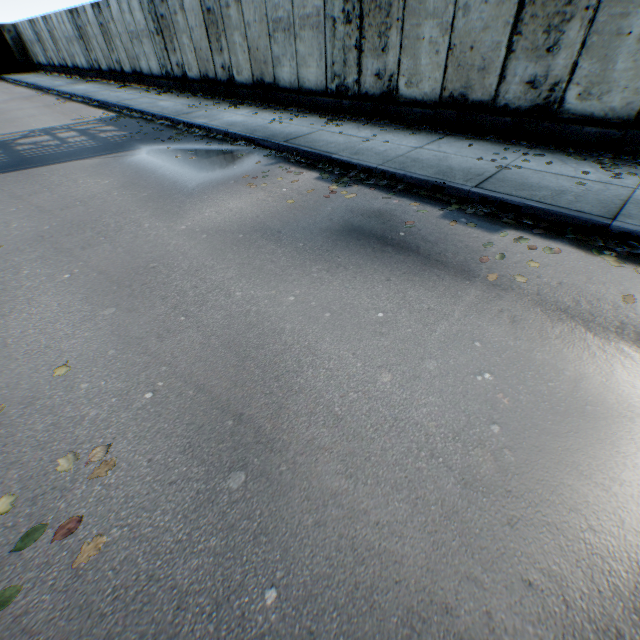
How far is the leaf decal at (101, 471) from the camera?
2.3 meters

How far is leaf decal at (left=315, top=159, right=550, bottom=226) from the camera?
4.73m

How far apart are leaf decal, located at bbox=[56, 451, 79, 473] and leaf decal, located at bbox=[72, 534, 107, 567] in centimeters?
39cm

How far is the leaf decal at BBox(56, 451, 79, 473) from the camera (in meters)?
2.32

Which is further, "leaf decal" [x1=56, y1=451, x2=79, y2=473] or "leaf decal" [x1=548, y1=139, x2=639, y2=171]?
"leaf decal" [x1=548, y1=139, x2=639, y2=171]

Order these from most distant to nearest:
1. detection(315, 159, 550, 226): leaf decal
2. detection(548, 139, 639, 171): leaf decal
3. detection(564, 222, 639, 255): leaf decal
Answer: detection(548, 139, 639, 171): leaf decal
detection(315, 159, 550, 226): leaf decal
detection(564, 222, 639, 255): leaf decal

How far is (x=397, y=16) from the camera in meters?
7.2

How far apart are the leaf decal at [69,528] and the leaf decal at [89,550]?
0.17m
